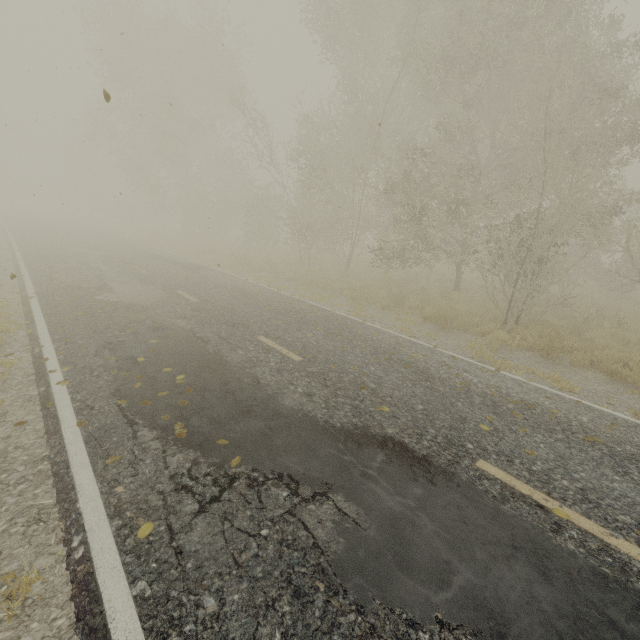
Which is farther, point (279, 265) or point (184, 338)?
point (279, 265)
